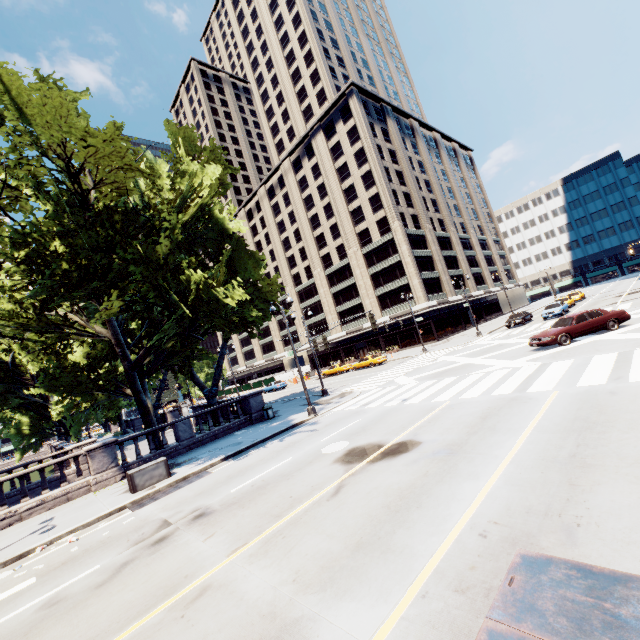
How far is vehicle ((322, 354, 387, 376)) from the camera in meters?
39.8

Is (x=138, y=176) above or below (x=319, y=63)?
below

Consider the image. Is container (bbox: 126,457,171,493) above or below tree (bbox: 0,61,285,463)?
below

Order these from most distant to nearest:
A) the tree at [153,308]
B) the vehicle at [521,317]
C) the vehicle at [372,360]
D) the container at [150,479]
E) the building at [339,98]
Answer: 1. the building at [339,98]
2. the vehicle at [372,360]
3. the vehicle at [521,317]
4. the container at [150,479]
5. the tree at [153,308]

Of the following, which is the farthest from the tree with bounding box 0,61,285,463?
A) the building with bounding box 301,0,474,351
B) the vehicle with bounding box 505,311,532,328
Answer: the vehicle with bounding box 505,311,532,328

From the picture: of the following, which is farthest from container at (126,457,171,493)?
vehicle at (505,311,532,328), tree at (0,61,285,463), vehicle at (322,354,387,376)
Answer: vehicle at (505,311,532,328)

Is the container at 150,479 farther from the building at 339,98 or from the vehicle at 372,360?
the building at 339,98

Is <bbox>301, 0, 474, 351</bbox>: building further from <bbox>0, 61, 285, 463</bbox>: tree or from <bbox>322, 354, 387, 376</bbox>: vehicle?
<bbox>322, 354, 387, 376</bbox>: vehicle
